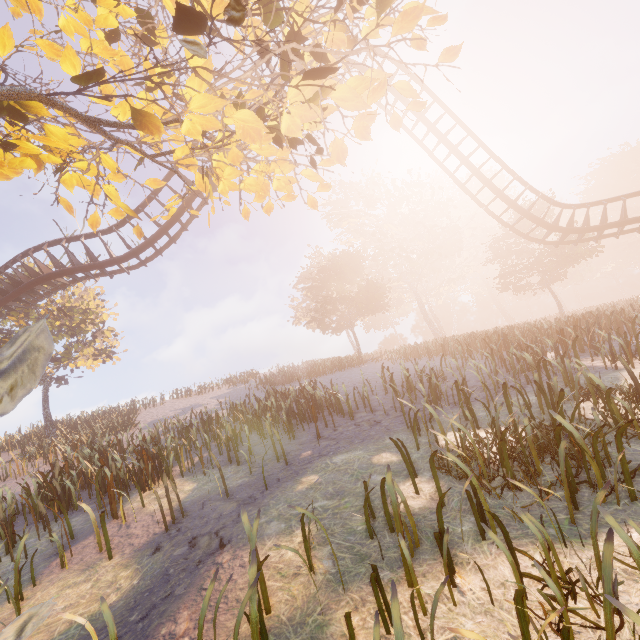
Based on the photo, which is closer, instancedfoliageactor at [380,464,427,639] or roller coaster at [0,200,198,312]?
instancedfoliageactor at [380,464,427,639]

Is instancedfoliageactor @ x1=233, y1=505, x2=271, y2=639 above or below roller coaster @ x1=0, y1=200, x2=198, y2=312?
below

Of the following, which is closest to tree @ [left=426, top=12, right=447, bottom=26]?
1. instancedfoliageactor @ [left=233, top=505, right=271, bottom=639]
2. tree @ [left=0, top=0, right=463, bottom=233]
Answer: tree @ [left=0, top=0, right=463, bottom=233]

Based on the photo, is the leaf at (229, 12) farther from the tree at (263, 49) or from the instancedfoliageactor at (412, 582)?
the instancedfoliageactor at (412, 582)

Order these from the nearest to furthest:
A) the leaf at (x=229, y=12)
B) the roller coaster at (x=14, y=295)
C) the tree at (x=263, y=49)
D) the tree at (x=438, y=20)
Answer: the leaf at (x=229, y=12), the tree at (x=263, y=49), the tree at (x=438, y=20), the roller coaster at (x=14, y=295)

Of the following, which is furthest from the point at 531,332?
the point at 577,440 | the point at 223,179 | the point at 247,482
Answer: the point at 223,179

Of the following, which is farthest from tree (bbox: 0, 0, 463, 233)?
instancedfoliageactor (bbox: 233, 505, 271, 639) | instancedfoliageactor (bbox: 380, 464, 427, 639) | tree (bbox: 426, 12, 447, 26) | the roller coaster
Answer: instancedfoliageactor (bbox: 380, 464, 427, 639)

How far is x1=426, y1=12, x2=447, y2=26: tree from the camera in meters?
4.8 m
